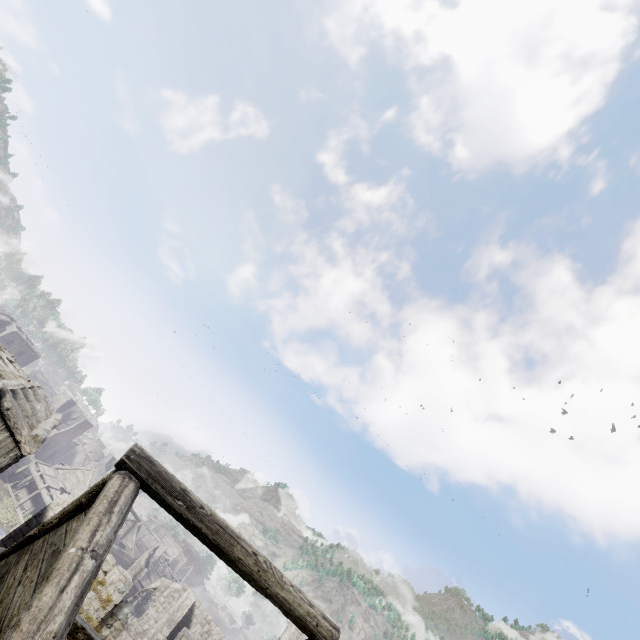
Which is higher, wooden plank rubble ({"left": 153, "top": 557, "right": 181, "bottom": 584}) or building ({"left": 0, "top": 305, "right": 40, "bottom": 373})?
building ({"left": 0, "top": 305, "right": 40, "bottom": 373})

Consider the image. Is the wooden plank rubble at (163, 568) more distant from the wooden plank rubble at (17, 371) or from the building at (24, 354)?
the wooden plank rubble at (17, 371)

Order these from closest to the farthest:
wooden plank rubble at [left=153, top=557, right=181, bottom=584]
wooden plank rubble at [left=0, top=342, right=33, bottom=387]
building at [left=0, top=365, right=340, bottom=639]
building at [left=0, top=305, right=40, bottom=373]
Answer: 1. building at [left=0, top=365, right=340, bottom=639]
2. wooden plank rubble at [left=0, top=342, right=33, bottom=387]
3. building at [left=0, top=305, right=40, bottom=373]
4. wooden plank rubble at [left=153, top=557, right=181, bottom=584]

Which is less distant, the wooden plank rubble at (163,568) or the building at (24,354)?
the building at (24,354)

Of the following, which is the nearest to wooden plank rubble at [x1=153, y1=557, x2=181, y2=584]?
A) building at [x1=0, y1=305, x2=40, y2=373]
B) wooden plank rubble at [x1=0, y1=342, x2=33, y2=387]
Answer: building at [x1=0, y1=305, x2=40, y2=373]

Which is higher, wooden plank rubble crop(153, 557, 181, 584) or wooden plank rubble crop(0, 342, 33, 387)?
wooden plank rubble crop(0, 342, 33, 387)

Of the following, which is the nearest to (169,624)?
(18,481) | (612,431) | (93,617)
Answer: (93,617)
